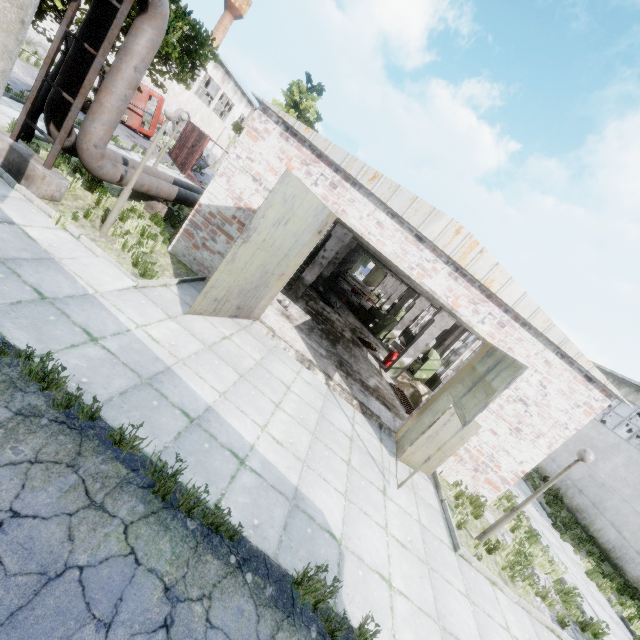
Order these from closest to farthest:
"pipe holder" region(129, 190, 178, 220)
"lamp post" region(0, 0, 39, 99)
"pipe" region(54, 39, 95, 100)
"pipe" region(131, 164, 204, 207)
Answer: "lamp post" region(0, 0, 39, 99) → "pipe" region(54, 39, 95, 100) → "pipe" region(131, 164, 204, 207) → "pipe holder" region(129, 190, 178, 220)

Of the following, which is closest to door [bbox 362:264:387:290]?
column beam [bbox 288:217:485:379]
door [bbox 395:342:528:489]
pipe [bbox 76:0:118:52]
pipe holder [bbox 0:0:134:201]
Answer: column beam [bbox 288:217:485:379]

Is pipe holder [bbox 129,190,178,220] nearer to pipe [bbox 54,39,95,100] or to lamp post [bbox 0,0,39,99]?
pipe [bbox 54,39,95,100]

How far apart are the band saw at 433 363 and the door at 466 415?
8.3m

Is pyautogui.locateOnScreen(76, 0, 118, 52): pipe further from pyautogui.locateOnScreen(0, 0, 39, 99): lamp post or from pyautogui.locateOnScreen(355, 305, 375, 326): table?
pyautogui.locateOnScreen(355, 305, 375, 326): table

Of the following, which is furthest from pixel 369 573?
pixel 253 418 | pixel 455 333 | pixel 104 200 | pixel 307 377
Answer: pixel 455 333

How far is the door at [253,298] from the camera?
6.87m

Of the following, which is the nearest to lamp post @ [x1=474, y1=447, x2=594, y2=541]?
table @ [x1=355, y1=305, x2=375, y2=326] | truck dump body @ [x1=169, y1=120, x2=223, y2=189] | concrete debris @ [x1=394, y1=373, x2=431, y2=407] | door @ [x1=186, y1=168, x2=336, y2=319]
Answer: concrete debris @ [x1=394, y1=373, x2=431, y2=407]
